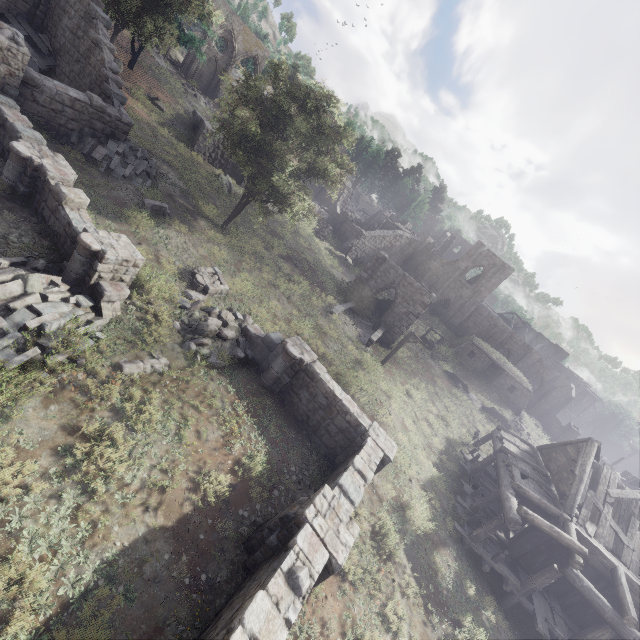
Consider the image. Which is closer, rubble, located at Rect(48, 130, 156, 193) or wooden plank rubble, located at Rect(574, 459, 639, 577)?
wooden plank rubble, located at Rect(574, 459, 639, 577)

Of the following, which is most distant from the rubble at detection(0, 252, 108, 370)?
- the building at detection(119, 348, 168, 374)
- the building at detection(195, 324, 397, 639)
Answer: the building at detection(195, 324, 397, 639)

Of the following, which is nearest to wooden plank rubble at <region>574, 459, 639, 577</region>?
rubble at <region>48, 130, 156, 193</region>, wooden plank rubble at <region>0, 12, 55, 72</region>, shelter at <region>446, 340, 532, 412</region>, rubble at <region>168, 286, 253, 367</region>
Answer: rubble at <region>168, 286, 253, 367</region>

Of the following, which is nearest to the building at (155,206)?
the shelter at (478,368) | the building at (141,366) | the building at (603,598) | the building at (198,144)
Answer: the building at (141,366)

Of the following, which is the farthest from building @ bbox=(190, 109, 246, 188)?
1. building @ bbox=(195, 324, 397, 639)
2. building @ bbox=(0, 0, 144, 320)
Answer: building @ bbox=(195, 324, 397, 639)

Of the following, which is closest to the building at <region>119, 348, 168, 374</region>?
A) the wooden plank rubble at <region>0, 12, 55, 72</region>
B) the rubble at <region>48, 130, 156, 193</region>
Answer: the rubble at <region>48, 130, 156, 193</region>

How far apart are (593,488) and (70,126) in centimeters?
3098cm

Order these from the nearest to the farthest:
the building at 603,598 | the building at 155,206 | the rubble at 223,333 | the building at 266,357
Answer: the building at 266,357, the rubble at 223,333, the building at 603,598, the building at 155,206
